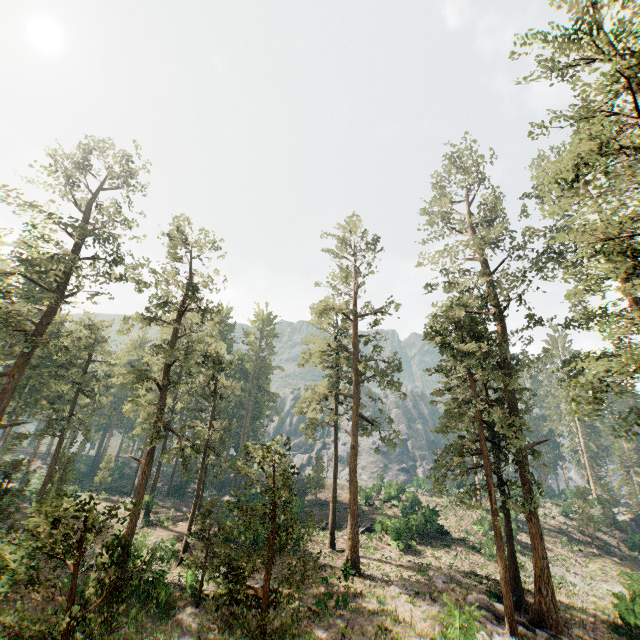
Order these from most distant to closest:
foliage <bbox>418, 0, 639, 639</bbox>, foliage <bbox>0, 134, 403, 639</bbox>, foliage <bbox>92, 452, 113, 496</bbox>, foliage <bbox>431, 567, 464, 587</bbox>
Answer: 1. foliage <bbox>92, 452, 113, 496</bbox>
2. foliage <bbox>431, 567, 464, 587</bbox>
3. foliage <bbox>418, 0, 639, 639</bbox>
4. foliage <bbox>0, 134, 403, 639</bbox>

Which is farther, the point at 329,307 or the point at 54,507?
the point at 329,307

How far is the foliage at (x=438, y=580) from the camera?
24.2 meters

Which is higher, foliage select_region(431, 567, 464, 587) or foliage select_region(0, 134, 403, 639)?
foliage select_region(0, 134, 403, 639)

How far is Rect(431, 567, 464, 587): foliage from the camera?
24.2 meters

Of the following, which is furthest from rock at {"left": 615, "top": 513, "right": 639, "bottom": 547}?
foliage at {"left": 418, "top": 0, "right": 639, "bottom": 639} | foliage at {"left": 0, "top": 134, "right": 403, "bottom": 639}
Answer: foliage at {"left": 0, "top": 134, "right": 403, "bottom": 639}
